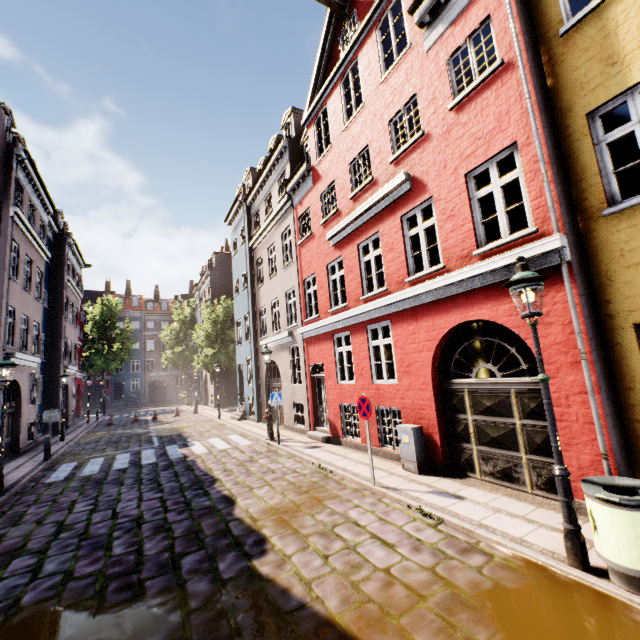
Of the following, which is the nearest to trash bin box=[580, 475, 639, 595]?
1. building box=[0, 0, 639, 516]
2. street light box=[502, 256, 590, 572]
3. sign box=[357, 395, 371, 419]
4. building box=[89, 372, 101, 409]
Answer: street light box=[502, 256, 590, 572]

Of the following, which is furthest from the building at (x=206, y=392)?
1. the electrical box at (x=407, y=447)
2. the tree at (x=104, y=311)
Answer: the tree at (x=104, y=311)

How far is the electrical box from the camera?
7.6 meters

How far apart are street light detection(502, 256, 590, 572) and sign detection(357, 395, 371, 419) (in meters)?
3.52

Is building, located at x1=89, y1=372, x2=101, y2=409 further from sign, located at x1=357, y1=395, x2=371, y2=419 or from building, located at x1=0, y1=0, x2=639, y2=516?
sign, located at x1=357, y1=395, x2=371, y2=419

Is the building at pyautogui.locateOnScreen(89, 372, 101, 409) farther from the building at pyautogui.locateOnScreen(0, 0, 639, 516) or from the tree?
the building at pyautogui.locateOnScreen(0, 0, 639, 516)

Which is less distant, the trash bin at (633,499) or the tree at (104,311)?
the trash bin at (633,499)

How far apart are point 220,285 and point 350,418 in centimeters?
2555cm
